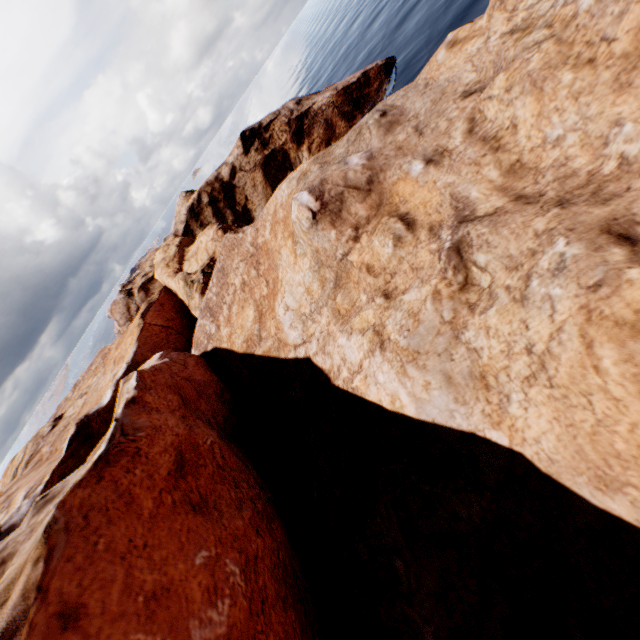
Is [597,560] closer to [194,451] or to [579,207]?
[579,207]
